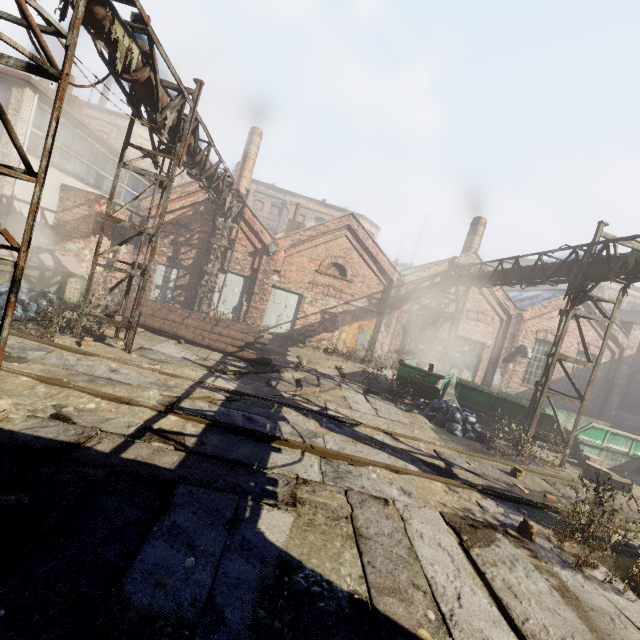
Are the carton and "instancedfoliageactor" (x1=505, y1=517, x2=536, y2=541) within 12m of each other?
yes

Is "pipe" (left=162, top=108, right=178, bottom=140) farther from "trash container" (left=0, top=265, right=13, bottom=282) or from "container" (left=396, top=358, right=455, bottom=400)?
"trash container" (left=0, top=265, right=13, bottom=282)

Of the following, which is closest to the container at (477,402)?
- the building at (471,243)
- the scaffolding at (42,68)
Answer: the building at (471,243)

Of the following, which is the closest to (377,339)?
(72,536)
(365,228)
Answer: (365,228)

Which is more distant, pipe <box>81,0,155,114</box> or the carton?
the carton

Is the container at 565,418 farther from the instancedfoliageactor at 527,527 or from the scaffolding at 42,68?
the scaffolding at 42,68

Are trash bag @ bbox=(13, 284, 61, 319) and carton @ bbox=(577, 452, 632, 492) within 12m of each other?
no

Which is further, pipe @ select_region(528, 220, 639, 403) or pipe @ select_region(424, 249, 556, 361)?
pipe @ select_region(424, 249, 556, 361)
